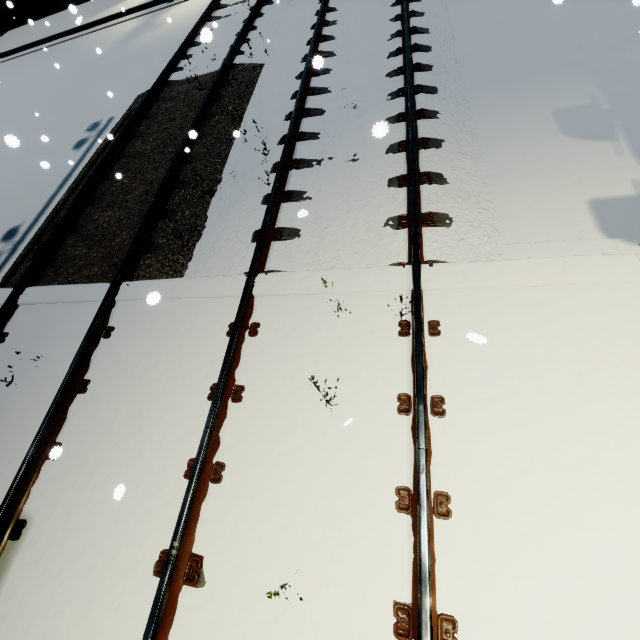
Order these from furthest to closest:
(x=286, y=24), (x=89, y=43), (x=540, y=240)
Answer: (x=89, y=43) < (x=286, y=24) < (x=540, y=240)
